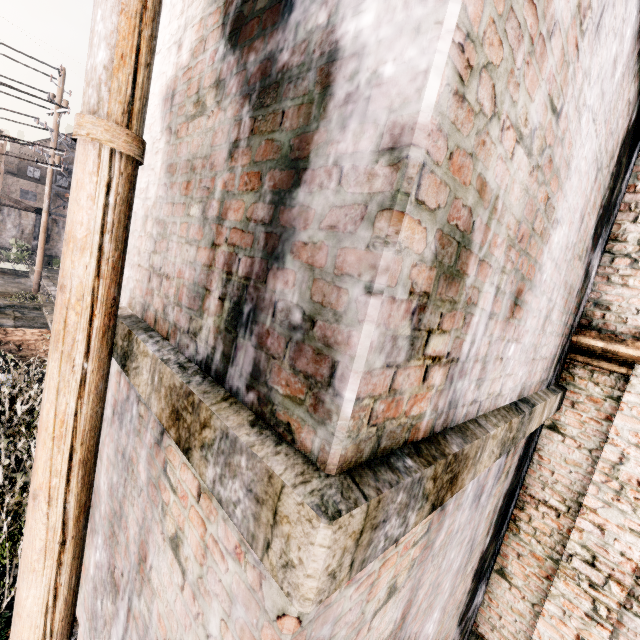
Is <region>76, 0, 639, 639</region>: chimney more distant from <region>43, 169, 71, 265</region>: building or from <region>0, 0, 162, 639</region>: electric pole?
<region>43, 169, 71, 265</region>: building

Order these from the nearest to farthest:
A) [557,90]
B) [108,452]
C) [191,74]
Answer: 1. [557,90]
2. [191,74]
3. [108,452]

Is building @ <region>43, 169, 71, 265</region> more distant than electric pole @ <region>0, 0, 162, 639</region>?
Yes

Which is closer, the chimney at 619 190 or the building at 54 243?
the chimney at 619 190

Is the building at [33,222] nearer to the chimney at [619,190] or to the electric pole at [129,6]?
the electric pole at [129,6]

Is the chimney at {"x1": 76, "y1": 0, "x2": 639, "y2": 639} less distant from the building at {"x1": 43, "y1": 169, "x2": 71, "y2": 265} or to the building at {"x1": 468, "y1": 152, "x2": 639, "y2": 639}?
the building at {"x1": 468, "y1": 152, "x2": 639, "y2": 639}

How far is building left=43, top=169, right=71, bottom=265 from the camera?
36.0 meters
